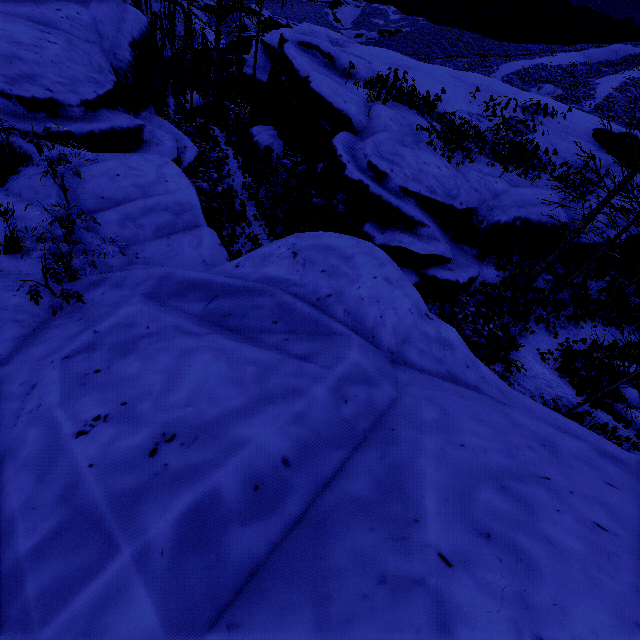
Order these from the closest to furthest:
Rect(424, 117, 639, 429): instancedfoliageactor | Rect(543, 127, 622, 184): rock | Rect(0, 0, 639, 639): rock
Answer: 1. Rect(0, 0, 639, 639): rock
2. Rect(424, 117, 639, 429): instancedfoliageactor
3. Rect(543, 127, 622, 184): rock

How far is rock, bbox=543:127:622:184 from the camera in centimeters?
1875cm

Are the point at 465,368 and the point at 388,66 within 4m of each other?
no

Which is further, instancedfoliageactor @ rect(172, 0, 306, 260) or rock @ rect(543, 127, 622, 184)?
rock @ rect(543, 127, 622, 184)

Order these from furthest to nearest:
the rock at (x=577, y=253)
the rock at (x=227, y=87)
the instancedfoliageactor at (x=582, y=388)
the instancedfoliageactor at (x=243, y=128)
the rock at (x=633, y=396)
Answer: the rock at (x=227, y=87) < the rock at (x=577, y=253) < the instancedfoliageactor at (x=243, y=128) < the rock at (x=633, y=396) < the instancedfoliageactor at (x=582, y=388)

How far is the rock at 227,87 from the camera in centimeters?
2567cm

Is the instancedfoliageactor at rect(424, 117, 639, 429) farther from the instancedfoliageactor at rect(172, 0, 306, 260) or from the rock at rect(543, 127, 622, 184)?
the instancedfoliageactor at rect(172, 0, 306, 260)
